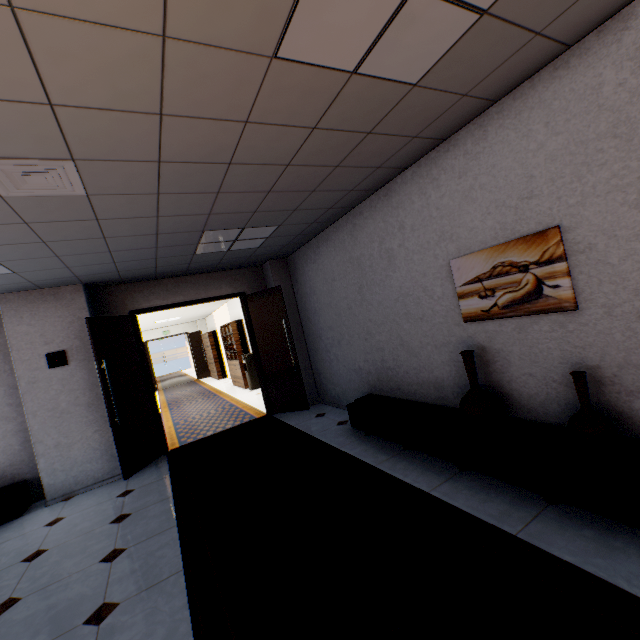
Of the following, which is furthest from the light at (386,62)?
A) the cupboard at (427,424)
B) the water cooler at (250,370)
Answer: the water cooler at (250,370)

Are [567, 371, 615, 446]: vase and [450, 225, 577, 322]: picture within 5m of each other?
yes

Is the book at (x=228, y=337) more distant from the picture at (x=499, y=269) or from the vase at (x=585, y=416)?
the vase at (x=585, y=416)

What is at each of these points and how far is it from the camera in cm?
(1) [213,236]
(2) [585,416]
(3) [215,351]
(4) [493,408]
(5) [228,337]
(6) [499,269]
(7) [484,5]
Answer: (1) light, 411
(2) vase, 221
(3) cupboard, 1434
(4) vase, 283
(5) book, 1115
(6) picture, 275
(7) light, 160

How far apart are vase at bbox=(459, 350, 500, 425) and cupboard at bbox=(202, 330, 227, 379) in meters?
12.7 m

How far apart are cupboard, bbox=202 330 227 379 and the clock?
9.7 meters

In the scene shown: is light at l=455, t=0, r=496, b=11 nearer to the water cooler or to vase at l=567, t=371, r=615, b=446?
vase at l=567, t=371, r=615, b=446

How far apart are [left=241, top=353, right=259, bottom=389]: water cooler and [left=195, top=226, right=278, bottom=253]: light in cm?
522
